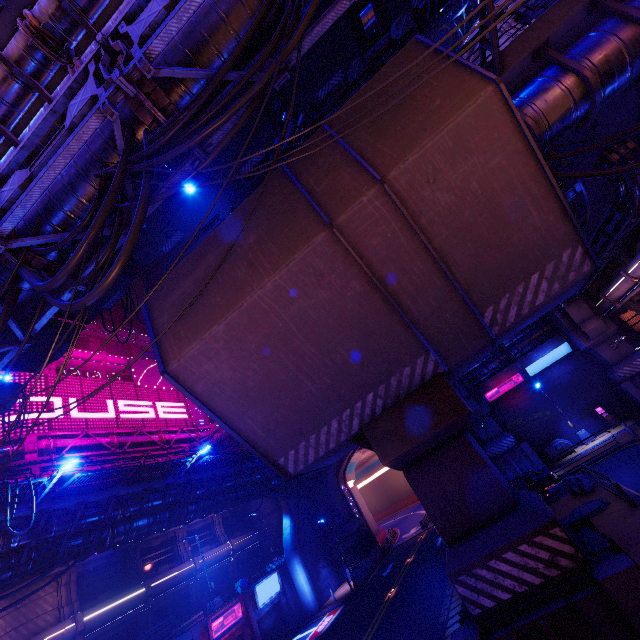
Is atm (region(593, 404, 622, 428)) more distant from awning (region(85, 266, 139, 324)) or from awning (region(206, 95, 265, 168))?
awning (region(85, 266, 139, 324))

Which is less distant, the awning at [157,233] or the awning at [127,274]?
the awning at [157,233]

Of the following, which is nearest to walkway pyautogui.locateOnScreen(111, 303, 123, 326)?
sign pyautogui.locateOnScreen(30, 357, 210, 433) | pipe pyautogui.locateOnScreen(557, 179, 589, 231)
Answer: sign pyautogui.locateOnScreen(30, 357, 210, 433)

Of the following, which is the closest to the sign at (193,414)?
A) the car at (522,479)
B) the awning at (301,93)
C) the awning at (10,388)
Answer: the awning at (10,388)

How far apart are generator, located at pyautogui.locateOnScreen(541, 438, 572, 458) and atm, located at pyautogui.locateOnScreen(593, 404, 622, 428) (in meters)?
3.33

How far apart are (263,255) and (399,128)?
4.2m

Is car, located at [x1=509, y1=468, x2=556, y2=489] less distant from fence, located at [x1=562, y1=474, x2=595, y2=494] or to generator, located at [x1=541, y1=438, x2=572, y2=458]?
fence, located at [x1=562, y1=474, x2=595, y2=494]

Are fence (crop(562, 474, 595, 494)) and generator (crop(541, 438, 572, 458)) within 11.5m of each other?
yes
